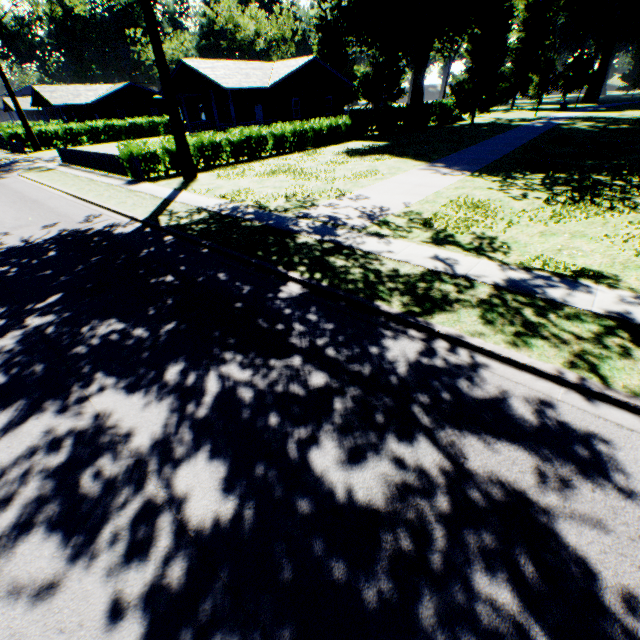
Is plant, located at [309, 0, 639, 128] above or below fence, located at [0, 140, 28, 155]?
above

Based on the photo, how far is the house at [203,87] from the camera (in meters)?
27.25

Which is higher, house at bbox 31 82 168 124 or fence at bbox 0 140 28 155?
house at bbox 31 82 168 124

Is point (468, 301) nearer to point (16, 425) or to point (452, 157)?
point (16, 425)

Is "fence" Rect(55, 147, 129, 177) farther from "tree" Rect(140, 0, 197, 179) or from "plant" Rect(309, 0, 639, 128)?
"plant" Rect(309, 0, 639, 128)

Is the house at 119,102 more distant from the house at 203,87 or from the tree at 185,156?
the tree at 185,156

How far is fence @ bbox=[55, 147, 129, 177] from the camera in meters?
19.4 m

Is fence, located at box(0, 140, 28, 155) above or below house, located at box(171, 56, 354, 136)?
below
